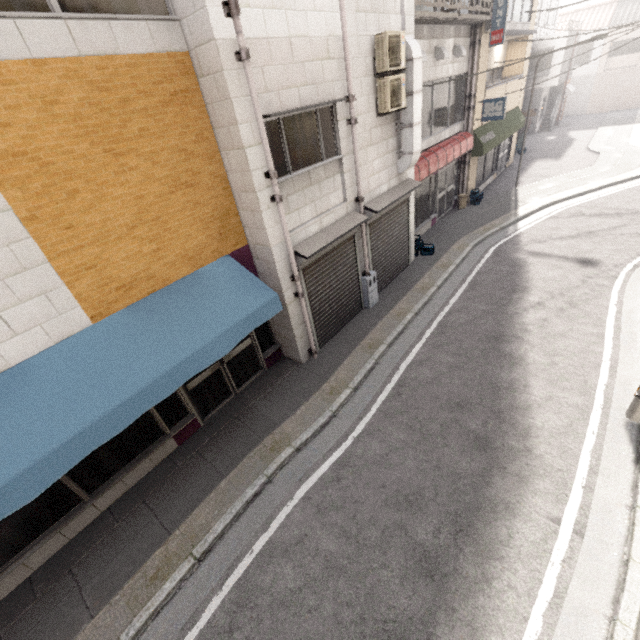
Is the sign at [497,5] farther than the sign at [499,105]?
No

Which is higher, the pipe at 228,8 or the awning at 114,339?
the pipe at 228,8

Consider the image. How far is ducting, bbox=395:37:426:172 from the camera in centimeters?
728cm

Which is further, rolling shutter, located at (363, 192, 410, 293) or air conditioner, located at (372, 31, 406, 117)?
rolling shutter, located at (363, 192, 410, 293)

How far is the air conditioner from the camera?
6.6 meters

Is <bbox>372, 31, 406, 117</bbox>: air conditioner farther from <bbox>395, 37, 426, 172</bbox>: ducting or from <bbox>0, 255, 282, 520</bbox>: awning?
<bbox>0, 255, 282, 520</bbox>: awning

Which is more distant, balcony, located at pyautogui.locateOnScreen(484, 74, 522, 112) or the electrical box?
balcony, located at pyautogui.locateOnScreen(484, 74, 522, 112)

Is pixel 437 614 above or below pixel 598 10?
below
